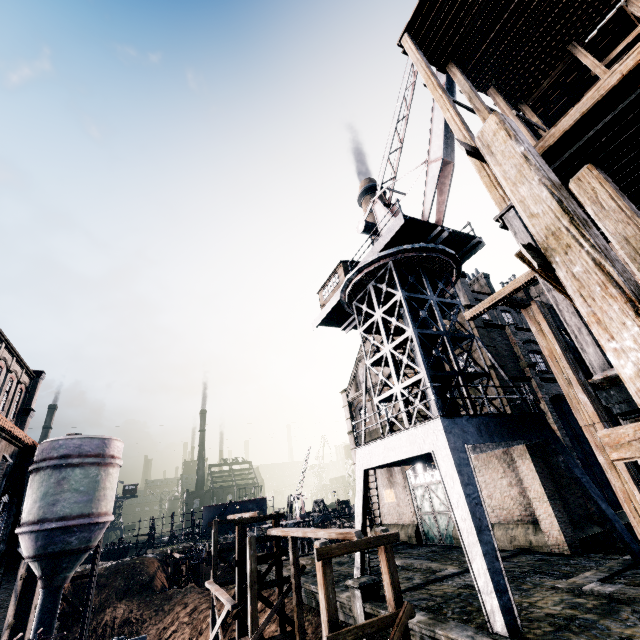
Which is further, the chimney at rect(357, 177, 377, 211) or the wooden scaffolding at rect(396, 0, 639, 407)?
the chimney at rect(357, 177, 377, 211)

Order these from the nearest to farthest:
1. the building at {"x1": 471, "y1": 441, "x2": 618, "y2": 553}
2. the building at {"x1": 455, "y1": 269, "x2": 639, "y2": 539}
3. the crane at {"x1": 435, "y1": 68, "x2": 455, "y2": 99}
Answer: the building at {"x1": 455, "y1": 269, "x2": 639, "y2": 539} → the building at {"x1": 471, "y1": 441, "x2": 618, "y2": 553} → the crane at {"x1": 435, "y1": 68, "x2": 455, "y2": 99}

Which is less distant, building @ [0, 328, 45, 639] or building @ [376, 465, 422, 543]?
building @ [0, 328, 45, 639]

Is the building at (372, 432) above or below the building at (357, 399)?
below

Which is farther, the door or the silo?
the door

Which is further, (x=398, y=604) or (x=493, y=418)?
(x=493, y=418)

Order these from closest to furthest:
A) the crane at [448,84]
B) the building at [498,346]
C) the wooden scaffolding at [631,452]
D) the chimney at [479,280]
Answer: the wooden scaffolding at [631,452], the building at [498,346], the crane at [448,84], the chimney at [479,280]

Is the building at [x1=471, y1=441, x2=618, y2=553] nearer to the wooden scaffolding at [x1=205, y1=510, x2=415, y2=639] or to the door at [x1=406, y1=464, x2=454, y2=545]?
the door at [x1=406, y1=464, x2=454, y2=545]
